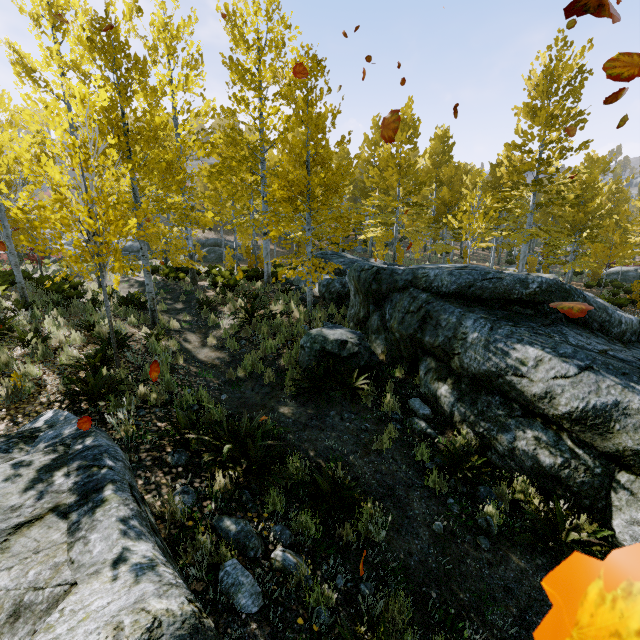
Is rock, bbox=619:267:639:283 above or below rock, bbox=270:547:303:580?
below

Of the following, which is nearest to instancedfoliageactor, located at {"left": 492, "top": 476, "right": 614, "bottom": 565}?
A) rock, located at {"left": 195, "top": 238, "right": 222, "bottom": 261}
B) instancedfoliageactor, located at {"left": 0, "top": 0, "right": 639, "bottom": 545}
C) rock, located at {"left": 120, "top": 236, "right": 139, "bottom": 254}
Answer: instancedfoliageactor, located at {"left": 0, "top": 0, "right": 639, "bottom": 545}

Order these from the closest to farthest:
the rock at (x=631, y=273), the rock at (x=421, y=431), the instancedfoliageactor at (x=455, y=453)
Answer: the instancedfoliageactor at (x=455, y=453)
the rock at (x=421, y=431)
the rock at (x=631, y=273)

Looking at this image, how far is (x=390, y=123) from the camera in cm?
326

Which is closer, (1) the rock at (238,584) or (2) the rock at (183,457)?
(1) the rock at (238,584)

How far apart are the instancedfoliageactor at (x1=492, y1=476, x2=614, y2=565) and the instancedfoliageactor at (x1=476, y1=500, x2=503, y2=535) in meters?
0.4 m

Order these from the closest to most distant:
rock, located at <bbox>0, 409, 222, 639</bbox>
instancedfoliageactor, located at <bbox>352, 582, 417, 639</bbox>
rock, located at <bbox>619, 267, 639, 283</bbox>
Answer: rock, located at <bbox>0, 409, 222, 639</bbox> < instancedfoliageactor, located at <bbox>352, 582, 417, 639</bbox> < rock, located at <bbox>619, 267, 639, 283</bbox>

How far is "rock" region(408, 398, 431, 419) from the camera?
6.03m
